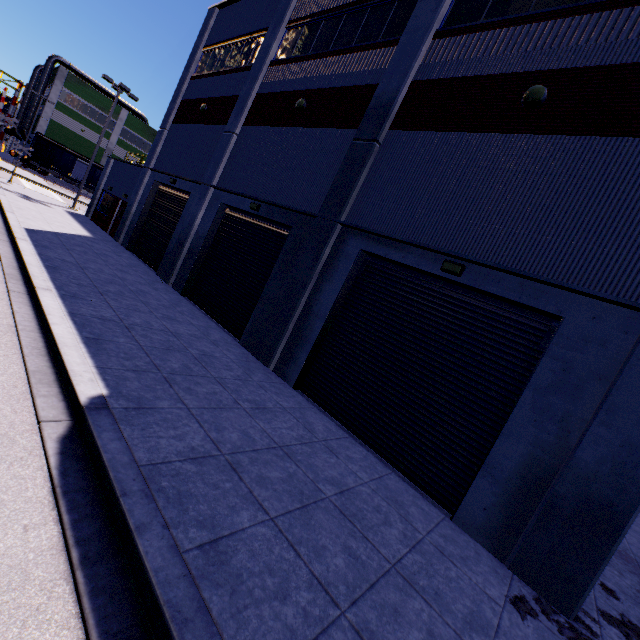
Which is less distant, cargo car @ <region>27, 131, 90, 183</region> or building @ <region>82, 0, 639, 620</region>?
building @ <region>82, 0, 639, 620</region>

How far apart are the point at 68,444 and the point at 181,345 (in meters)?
4.47

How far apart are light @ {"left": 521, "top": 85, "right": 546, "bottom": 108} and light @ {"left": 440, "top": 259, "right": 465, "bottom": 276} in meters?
3.7 m

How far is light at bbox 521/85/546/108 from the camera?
6.9m

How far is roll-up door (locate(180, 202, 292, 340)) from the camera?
11.8 meters

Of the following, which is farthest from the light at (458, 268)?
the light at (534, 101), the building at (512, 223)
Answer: the light at (534, 101)

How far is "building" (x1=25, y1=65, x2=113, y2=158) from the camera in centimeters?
4506cm

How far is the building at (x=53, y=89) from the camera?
45.06m
